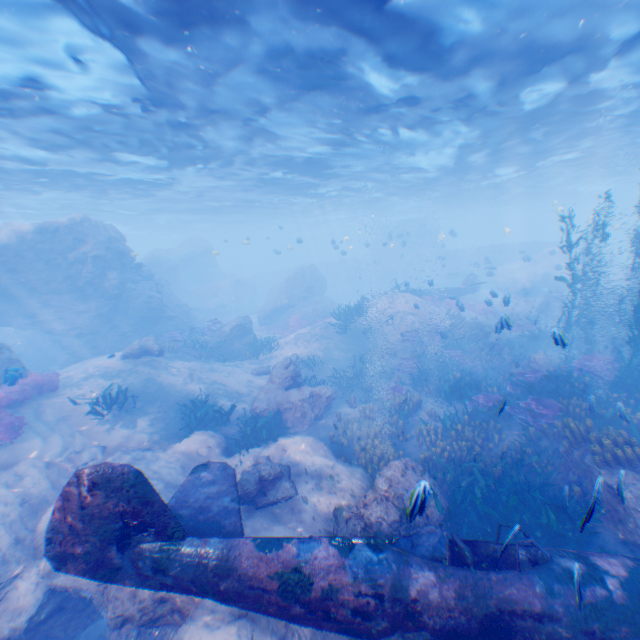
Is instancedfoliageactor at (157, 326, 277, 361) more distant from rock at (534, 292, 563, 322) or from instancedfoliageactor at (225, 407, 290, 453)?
instancedfoliageactor at (225, 407, 290, 453)

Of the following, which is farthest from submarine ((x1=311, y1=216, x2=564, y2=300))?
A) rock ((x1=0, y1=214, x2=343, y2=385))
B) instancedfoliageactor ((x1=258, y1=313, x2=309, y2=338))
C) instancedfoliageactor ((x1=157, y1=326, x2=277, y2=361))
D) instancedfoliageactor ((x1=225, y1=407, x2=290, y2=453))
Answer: instancedfoliageactor ((x1=157, y1=326, x2=277, y2=361))

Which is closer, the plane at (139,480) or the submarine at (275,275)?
the plane at (139,480)

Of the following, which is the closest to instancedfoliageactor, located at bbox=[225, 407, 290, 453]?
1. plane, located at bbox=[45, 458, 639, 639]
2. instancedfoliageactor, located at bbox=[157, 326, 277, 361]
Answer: plane, located at bbox=[45, 458, 639, 639]

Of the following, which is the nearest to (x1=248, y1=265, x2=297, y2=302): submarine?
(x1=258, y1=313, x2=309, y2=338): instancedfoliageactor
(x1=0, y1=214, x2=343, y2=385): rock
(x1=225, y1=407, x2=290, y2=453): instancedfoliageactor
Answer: (x1=0, y1=214, x2=343, y2=385): rock

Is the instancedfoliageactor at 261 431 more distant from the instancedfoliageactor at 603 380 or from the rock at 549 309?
the instancedfoliageactor at 603 380

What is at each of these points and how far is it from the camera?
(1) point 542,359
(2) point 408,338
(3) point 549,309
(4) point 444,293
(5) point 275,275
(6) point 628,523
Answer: (1) rock, 14.77m
(2) instancedfoliageactor, 18.39m
(3) rock, 26.75m
(4) plane, 26.44m
(5) submarine, 51.44m
(6) rock, 6.93m

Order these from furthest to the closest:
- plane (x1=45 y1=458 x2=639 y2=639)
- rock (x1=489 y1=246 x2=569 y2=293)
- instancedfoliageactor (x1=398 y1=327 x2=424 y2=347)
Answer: rock (x1=489 y1=246 x2=569 y2=293), instancedfoliageactor (x1=398 y1=327 x2=424 y2=347), plane (x1=45 y1=458 x2=639 y2=639)
